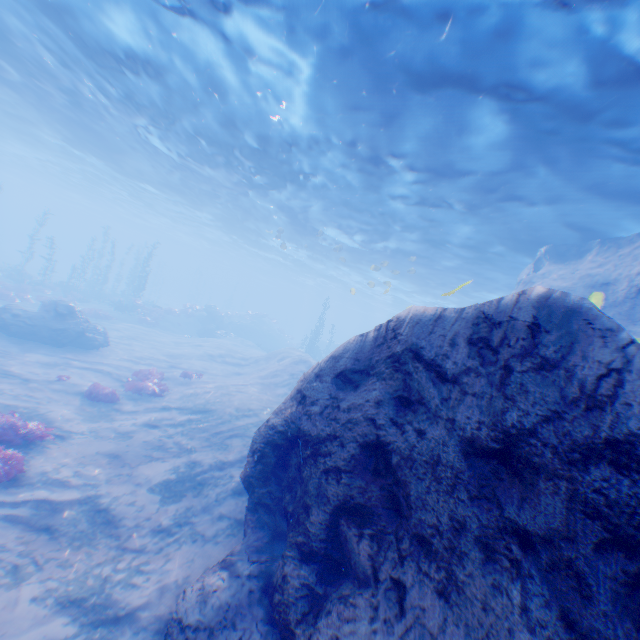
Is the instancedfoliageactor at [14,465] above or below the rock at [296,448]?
below

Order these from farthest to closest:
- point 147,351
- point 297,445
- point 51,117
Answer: point 147,351 → point 51,117 → point 297,445

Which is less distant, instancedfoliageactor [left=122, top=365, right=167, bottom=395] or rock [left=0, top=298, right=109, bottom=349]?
instancedfoliageactor [left=122, top=365, right=167, bottom=395]

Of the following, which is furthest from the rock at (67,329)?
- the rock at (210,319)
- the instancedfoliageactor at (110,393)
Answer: the instancedfoliageactor at (110,393)

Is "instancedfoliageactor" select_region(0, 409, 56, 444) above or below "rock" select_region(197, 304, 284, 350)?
below

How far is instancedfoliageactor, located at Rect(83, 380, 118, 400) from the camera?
12.52m

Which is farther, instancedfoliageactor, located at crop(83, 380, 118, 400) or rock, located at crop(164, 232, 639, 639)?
instancedfoliageactor, located at crop(83, 380, 118, 400)

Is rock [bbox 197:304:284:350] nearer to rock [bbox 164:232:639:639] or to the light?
rock [bbox 164:232:639:639]
